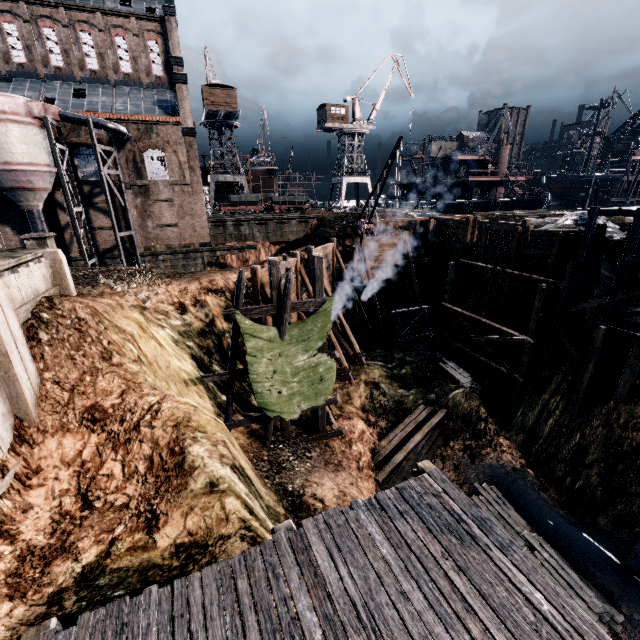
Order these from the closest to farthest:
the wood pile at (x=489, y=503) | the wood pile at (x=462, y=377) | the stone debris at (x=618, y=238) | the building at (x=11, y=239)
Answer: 1. the wood pile at (x=489, y=503)
2. the stone debris at (x=618, y=238)
3. the wood pile at (x=462, y=377)
4. the building at (x=11, y=239)

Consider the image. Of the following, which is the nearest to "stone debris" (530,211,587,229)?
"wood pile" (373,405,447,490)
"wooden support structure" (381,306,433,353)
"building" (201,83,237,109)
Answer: "wooden support structure" (381,306,433,353)

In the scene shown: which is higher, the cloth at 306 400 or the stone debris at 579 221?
the stone debris at 579 221

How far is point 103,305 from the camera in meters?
12.8 m

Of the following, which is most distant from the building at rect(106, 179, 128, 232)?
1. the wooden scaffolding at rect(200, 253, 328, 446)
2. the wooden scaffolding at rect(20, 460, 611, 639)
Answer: the wooden scaffolding at rect(200, 253, 328, 446)

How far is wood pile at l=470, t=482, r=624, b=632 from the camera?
12.7 meters

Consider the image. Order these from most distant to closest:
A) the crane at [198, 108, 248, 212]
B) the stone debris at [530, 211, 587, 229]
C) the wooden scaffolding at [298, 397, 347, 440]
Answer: the crane at [198, 108, 248, 212] → the stone debris at [530, 211, 587, 229] → the wooden scaffolding at [298, 397, 347, 440]

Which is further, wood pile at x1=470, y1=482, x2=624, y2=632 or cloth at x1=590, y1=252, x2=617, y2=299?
cloth at x1=590, y1=252, x2=617, y2=299
